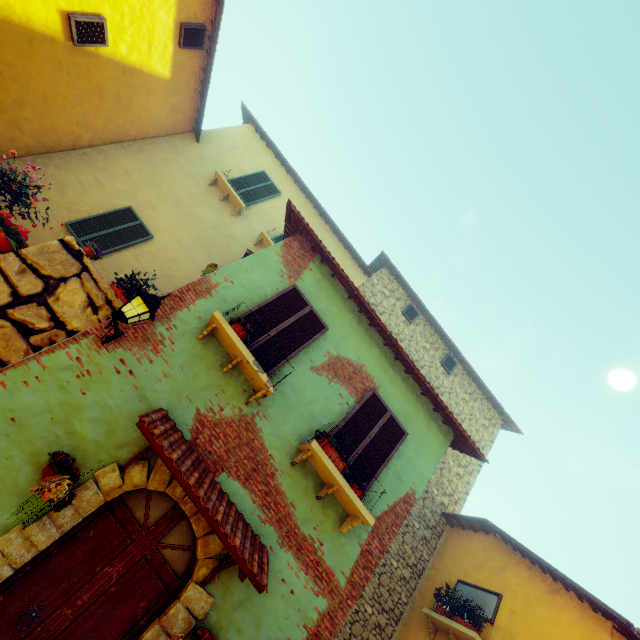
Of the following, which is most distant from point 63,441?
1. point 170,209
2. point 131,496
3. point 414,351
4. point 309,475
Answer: point 414,351

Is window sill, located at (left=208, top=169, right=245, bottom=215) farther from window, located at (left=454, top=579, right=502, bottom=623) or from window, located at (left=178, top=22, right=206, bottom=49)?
window, located at (left=454, top=579, right=502, bottom=623)

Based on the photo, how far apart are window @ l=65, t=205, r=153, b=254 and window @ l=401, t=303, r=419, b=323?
8.89m

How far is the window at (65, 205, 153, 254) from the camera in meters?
8.2

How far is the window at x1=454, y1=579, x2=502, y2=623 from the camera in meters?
7.2

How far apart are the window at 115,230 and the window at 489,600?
12.3 meters

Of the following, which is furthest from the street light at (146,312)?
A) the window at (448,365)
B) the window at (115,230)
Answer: the window at (448,365)

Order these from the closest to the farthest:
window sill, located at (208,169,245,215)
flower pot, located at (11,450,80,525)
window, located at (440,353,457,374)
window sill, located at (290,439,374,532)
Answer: flower pot, located at (11,450,80,525) → window sill, located at (290,439,374,532) → window sill, located at (208,169,245,215) → window, located at (440,353,457,374)
